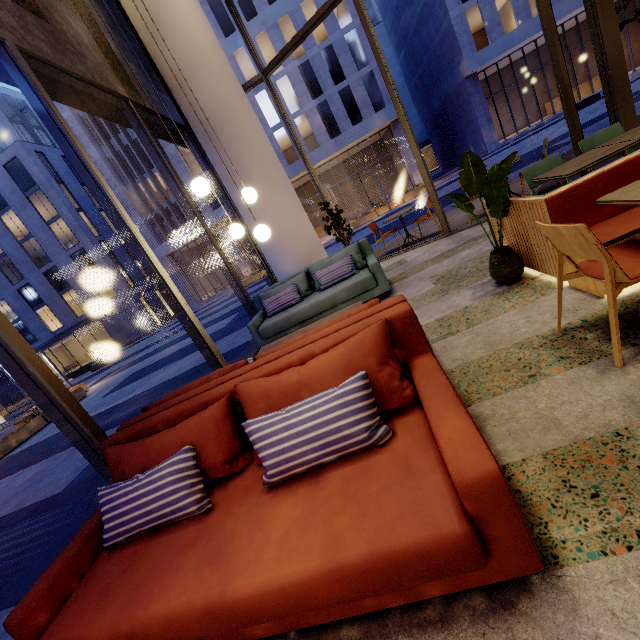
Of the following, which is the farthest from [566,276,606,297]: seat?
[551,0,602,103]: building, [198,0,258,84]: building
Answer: [551,0,602,103]: building

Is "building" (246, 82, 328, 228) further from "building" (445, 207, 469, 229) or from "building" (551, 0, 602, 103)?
"building" (445, 207, 469, 229)

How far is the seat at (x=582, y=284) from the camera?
2.4 meters

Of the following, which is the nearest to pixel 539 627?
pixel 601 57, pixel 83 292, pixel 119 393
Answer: pixel 601 57

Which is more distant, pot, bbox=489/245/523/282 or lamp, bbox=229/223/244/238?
lamp, bbox=229/223/244/238

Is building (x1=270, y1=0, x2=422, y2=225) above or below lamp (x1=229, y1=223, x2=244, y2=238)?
above

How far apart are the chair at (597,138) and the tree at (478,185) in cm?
147

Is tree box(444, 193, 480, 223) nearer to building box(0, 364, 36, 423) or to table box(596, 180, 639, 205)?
table box(596, 180, 639, 205)
